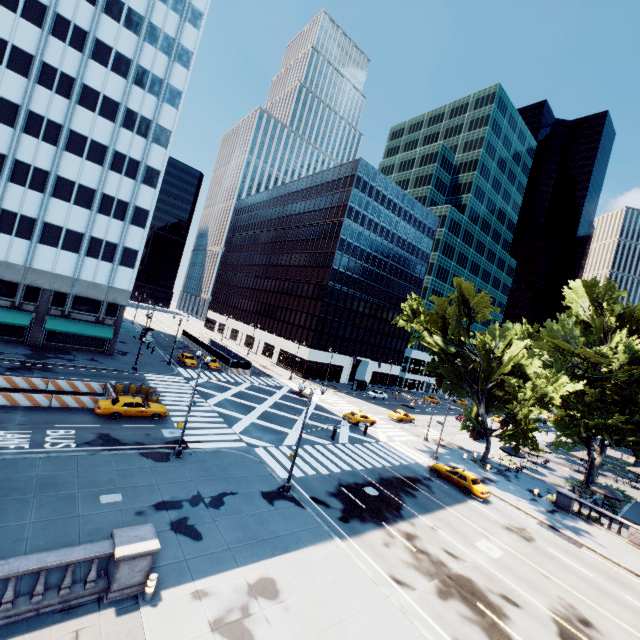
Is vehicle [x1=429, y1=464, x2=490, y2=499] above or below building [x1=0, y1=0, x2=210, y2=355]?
below

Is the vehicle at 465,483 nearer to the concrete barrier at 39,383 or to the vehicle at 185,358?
the concrete barrier at 39,383

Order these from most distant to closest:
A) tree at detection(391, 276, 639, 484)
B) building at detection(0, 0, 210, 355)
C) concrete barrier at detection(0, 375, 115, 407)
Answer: building at detection(0, 0, 210, 355)
tree at detection(391, 276, 639, 484)
concrete barrier at detection(0, 375, 115, 407)

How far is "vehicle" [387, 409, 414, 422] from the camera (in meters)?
48.28

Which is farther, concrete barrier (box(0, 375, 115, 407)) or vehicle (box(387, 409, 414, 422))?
vehicle (box(387, 409, 414, 422))

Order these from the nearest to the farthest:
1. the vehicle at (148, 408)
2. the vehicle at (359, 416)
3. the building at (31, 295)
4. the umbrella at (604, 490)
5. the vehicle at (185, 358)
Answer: the vehicle at (148, 408) → the umbrella at (604, 490) → the building at (31, 295) → the vehicle at (359, 416) → the vehicle at (185, 358)

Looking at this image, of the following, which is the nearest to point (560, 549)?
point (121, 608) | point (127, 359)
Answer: point (121, 608)

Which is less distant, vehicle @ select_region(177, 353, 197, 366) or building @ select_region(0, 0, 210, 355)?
building @ select_region(0, 0, 210, 355)
